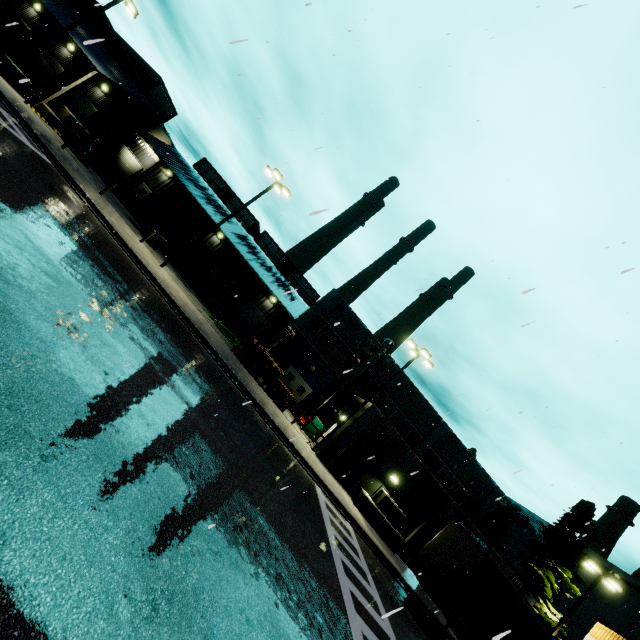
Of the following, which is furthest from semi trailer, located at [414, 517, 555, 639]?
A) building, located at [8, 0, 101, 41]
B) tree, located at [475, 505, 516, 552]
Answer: tree, located at [475, 505, 516, 552]

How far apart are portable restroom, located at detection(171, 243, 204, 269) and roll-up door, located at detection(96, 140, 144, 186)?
11.8 meters

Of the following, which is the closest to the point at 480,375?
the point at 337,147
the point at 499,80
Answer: the point at 337,147

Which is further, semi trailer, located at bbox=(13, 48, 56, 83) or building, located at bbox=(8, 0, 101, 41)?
semi trailer, located at bbox=(13, 48, 56, 83)

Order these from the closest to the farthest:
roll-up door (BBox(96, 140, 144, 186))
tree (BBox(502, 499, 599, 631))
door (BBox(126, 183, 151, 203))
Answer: tree (BBox(502, 499, 599, 631)), roll-up door (BBox(96, 140, 144, 186)), door (BBox(126, 183, 151, 203))

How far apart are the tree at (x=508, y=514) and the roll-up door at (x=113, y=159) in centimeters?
6312cm

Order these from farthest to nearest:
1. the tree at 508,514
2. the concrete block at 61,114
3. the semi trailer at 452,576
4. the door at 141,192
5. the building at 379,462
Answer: the tree at 508,514, the door at 141,192, the concrete block at 61,114, the building at 379,462, the semi trailer at 452,576

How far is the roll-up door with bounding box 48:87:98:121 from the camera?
30.3 meters
